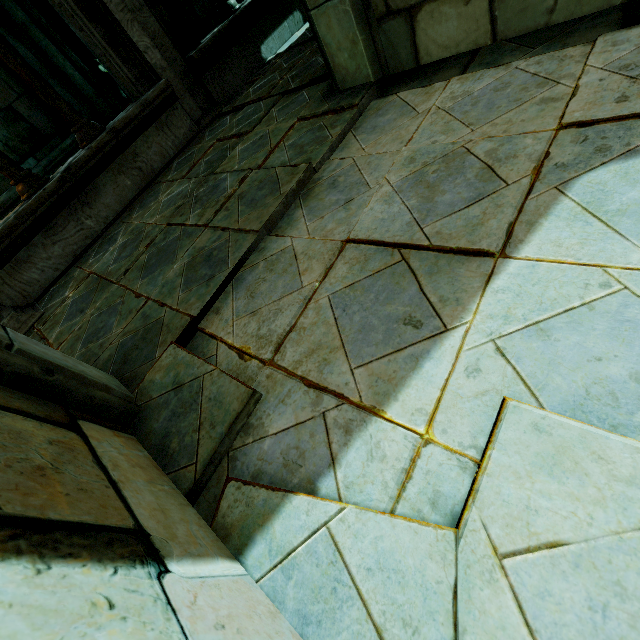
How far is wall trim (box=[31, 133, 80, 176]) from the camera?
6.21m

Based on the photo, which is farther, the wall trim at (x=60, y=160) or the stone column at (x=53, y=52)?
the wall trim at (x=60, y=160)

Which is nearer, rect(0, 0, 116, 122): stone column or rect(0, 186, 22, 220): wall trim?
rect(0, 0, 116, 122): stone column

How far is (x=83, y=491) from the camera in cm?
100

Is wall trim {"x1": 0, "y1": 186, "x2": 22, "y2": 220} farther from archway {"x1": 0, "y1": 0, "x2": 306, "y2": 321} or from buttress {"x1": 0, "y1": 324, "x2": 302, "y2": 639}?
buttress {"x1": 0, "y1": 324, "x2": 302, "y2": 639}

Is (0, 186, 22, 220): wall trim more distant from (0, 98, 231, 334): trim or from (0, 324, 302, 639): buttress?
(0, 324, 302, 639): buttress

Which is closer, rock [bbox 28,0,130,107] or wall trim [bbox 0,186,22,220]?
wall trim [bbox 0,186,22,220]

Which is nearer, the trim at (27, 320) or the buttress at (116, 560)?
the buttress at (116, 560)
